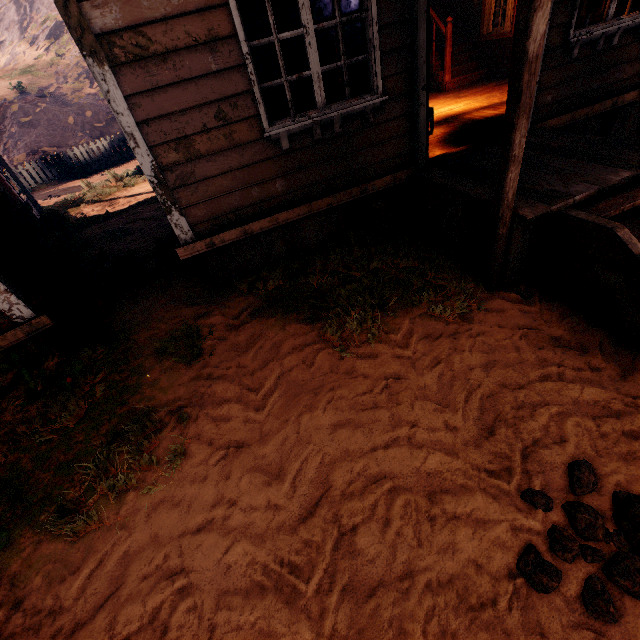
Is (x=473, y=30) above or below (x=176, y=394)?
above

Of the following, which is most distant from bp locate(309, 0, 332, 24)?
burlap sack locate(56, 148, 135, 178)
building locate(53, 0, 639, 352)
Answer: burlap sack locate(56, 148, 135, 178)

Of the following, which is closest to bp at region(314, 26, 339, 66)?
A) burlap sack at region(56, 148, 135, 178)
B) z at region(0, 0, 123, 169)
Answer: z at region(0, 0, 123, 169)

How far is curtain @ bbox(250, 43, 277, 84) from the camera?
3.21m

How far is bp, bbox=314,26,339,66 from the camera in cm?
404

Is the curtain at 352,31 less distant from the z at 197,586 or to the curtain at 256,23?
the curtain at 256,23

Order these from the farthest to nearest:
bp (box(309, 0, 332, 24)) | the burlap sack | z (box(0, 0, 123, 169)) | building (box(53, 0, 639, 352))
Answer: z (box(0, 0, 123, 169))
the burlap sack
bp (box(309, 0, 332, 24))
building (box(53, 0, 639, 352))

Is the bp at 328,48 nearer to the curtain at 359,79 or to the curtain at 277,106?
the curtain at 359,79
